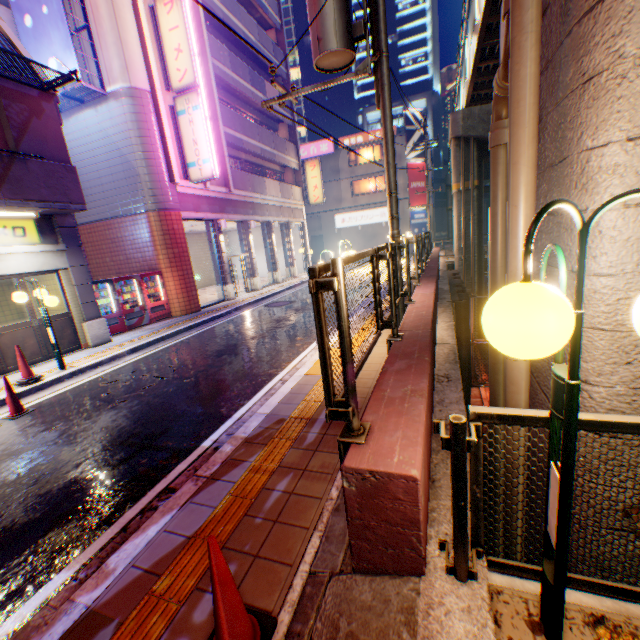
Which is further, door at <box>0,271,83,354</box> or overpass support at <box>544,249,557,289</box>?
door at <box>0,271,83,354</box>

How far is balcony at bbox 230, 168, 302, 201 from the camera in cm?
1788

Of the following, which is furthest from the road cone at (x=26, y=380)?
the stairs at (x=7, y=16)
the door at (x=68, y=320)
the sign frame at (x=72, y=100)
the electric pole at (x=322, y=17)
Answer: the stairs at (x=7, y=16)

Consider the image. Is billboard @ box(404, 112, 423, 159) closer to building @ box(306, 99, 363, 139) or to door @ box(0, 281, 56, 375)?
building @ box(306, 99, 363, 139)

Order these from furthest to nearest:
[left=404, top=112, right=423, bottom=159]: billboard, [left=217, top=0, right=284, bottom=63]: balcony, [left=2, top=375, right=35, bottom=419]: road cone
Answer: [left=404, top=112, right=423, bottom=159]: billboard → [left=217, top=0, right=284, bottom=63]: balcony → [left=2, top=375, right=35, bottom=419]: road cone

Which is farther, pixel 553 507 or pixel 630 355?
pixel 630 355

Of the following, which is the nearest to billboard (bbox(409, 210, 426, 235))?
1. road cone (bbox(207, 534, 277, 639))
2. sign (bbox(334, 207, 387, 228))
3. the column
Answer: sign (bbox(334, 207, 387, 228))

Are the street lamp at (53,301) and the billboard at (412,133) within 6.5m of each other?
no
